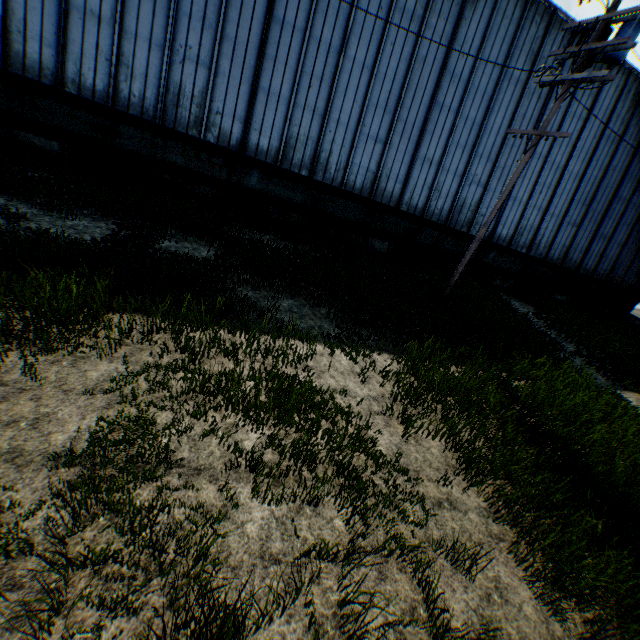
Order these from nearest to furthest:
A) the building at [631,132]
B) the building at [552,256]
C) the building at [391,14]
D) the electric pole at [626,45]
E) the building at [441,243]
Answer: the electric pole at [626,45] → the building at [441,243] → the building at [391,14] → the building at [631,132] → the building at [552,256]

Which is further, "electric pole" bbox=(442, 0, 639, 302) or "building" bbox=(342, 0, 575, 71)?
"building" bbox=(342, 0, 575, 71)

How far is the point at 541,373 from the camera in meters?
8.5 m

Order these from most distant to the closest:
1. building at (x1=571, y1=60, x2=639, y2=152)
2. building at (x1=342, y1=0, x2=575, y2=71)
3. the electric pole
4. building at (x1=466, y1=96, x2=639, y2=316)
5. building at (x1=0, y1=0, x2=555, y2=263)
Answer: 1. building at (x1=466, y1=96, x2=639, y2=316)
2. building at (x1=571, y1=60, x2=639, y2=152)
3. building at (x1=342, y1=0, x2=575, y2=71)
4. building at (x1=0, y1=0, x2=555, y2=263)
5. the electric pole

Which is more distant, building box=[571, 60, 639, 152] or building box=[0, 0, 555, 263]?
building box=[571, 60, 639, 152]

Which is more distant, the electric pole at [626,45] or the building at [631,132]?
the building at [631,132]
